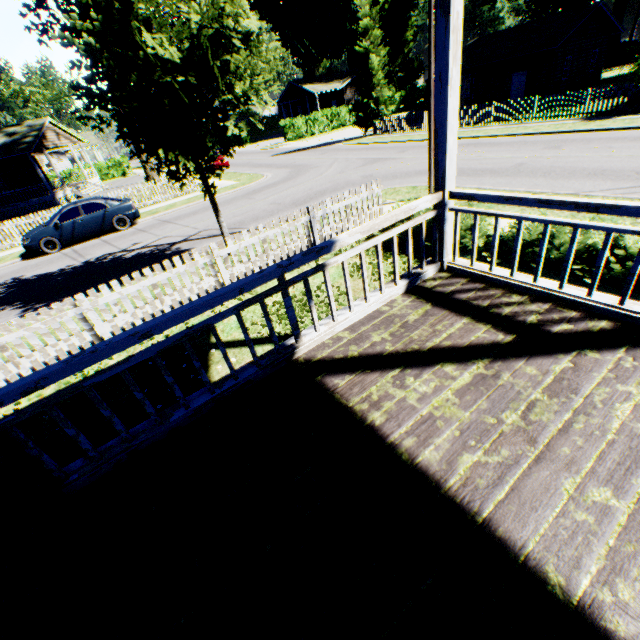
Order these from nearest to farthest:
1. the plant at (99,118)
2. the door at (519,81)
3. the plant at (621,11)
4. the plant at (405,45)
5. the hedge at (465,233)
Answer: the hedge at (465,233), the plant at (99,118), the door at (519,81), the plant at (621,11), the plant at (405,45)

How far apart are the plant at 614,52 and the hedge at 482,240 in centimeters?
5783cm

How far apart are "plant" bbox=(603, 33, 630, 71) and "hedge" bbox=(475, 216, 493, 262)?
57.8 meters

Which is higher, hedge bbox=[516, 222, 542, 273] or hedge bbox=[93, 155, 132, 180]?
hedge bbox=[93, 155, 132, 180]

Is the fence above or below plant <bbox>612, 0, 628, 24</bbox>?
below

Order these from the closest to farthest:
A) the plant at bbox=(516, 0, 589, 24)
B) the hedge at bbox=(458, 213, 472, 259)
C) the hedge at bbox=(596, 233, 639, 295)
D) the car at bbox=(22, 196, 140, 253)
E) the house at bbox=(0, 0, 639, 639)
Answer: the house at bbox=(0, 0, 639, 639) → the hedge at bbox=(596, 233, 639, 295) → the hedge at bbox=(458, 213, 472, 259) → the car at bbox=(22, 196, 140, 253) → the plant at bbox=(516, 0, 589, 24)

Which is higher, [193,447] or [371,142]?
[193,447]

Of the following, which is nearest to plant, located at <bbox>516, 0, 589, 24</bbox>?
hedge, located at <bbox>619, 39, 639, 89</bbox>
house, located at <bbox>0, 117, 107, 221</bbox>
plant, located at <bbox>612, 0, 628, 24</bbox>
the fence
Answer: the fence
